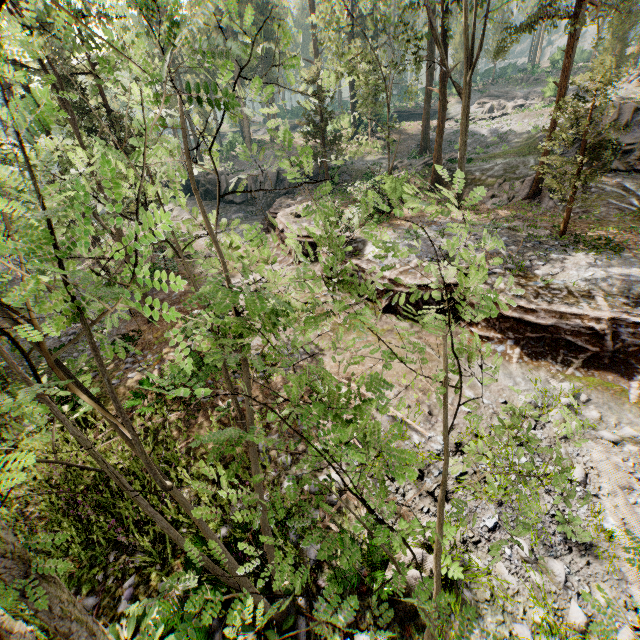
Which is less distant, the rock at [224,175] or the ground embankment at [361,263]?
the ground embankment at [361,263]

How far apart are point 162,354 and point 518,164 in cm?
2868

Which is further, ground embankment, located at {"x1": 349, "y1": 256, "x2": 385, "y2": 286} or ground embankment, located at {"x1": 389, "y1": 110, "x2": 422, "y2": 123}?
ground embankment, located at {"x1": 389, "y1": 110, "x2": 422, "y2": 123}

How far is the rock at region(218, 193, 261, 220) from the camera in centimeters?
3325cm

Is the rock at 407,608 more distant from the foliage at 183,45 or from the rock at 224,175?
the rock at 224,175

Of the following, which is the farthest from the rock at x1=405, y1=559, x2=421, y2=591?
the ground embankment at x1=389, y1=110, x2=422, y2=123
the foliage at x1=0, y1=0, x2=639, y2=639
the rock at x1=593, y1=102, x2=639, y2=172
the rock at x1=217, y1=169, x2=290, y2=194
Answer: the ground embankment at x1=389, y1=110, x2=422, y2=123

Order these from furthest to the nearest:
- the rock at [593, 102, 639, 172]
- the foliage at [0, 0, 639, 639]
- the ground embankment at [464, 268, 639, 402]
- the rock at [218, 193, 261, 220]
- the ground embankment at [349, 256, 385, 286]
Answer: the rock at [218, 193, 261, 220] < the rock at [593, 102, 639, 172] < the ground embankment at [349, 256, 385, 286] < the ground embankment at [464, 268, 639, 402] < the foliage at [0, 0, 639, 639]

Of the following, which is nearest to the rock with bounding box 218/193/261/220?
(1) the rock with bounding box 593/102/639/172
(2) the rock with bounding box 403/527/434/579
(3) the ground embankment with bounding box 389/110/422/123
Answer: (1) the rock with bounding box 593/102/639/172
